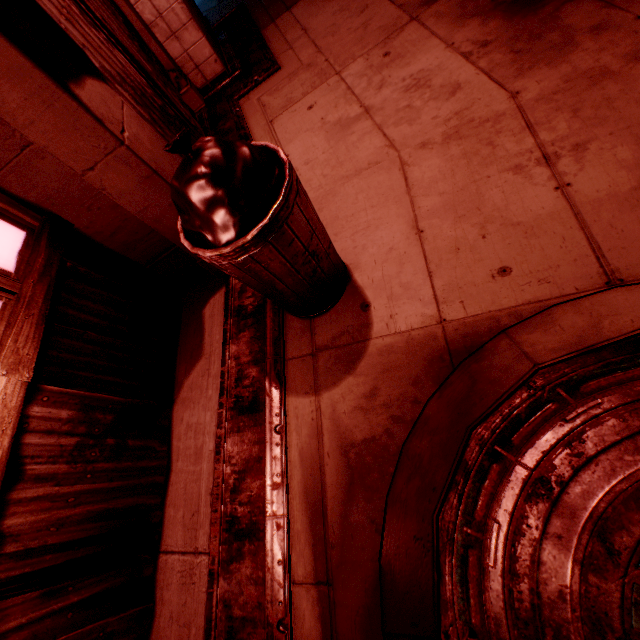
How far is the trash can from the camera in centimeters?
144cm

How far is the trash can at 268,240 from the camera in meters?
1.4

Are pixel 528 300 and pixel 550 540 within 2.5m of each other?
yes
